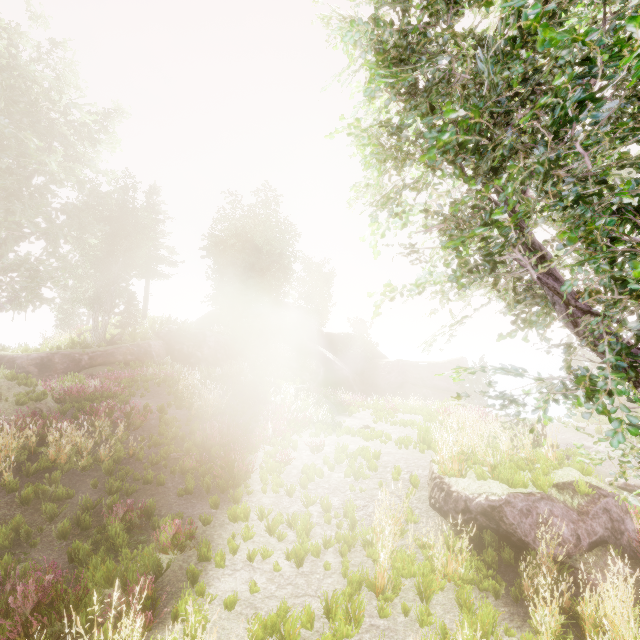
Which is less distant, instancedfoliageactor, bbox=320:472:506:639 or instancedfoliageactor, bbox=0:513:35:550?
instancedfoliageactor, bbox=320:472:506:639

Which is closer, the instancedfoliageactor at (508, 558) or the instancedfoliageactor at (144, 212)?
the instancedfoliageactor at (508, 558)

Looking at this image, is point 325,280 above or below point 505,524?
above

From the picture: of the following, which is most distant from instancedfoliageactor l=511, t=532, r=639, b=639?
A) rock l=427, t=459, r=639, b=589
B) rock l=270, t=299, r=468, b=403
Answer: rock l=427, t=459, r=639, b=589

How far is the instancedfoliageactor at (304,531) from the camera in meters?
5.8

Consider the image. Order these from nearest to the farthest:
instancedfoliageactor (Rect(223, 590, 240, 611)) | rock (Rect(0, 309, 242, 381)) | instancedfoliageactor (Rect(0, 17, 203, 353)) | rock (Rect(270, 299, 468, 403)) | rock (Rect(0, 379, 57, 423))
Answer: instancedfoliageactor (Rect(223, 590, 240, 611)), rock (Rect(0, 379, 57, 423)), instancedfoliageactor (Rect(0, 17, 203, 353)), rock (Rect(0, 309, 242, 381)), rock (Rect(270, 299, 468, 403))

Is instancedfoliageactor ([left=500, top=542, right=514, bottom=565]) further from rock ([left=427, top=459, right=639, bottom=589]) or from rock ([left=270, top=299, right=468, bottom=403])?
rock ([left=427, top=459, right=639, bottom=589])
